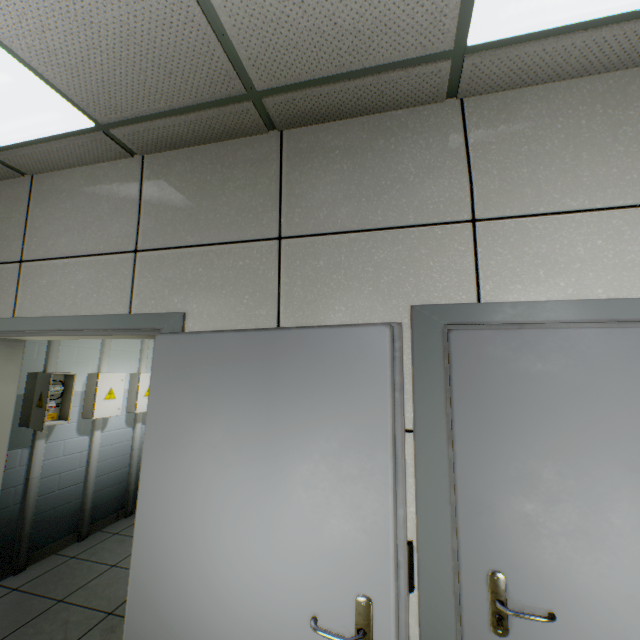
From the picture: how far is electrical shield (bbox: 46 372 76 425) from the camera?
3.22m

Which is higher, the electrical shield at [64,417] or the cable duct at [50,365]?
the cable duct at [50,365]

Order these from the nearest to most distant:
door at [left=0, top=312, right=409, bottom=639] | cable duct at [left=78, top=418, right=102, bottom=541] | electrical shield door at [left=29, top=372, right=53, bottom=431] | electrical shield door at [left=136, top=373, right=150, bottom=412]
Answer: door at [left=0, top=312, right=409, bottom=639]
electrical shield door at [left=29, top=372, right=53, bottom=431]
cable duct at [left=78, top=418, right=102, bottom=541]
electrical shield door at [left=136, top=373, right=150, bottom=412]

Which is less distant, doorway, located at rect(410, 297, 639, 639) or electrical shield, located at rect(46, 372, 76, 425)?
doorway, located at rect(410, 297, 639, 639)

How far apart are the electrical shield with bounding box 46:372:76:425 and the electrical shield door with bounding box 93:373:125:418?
0.3m

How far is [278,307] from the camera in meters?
1.7

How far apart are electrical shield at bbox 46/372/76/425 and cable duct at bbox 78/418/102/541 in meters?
0.4 m

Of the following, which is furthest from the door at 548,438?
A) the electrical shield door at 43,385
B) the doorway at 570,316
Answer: the electrical shield door at 43,385
